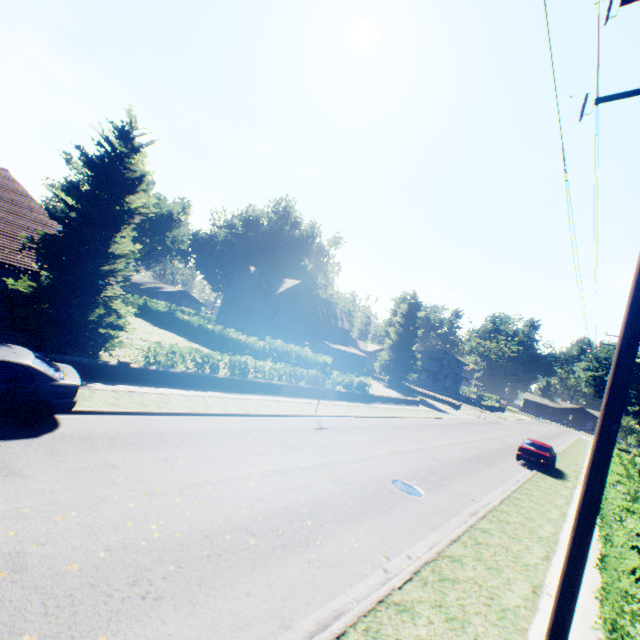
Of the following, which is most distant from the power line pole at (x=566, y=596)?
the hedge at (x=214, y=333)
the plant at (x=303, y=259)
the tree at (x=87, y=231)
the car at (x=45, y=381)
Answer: the plant at (x=303, y=259)

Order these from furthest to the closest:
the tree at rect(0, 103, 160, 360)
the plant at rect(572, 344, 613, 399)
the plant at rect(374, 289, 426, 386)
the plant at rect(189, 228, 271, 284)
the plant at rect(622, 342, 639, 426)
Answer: the plant at rect(189, 228, 271, 284)
the plant at rect(374, 289, 426, 386)
the plant at rect(572, 344, 613, 399)
the plant at rect(622, 342, 639, 426)
the tree at rect(0, 103, 160, 360)

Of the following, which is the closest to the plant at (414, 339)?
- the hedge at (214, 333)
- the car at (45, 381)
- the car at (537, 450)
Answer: the hedge at (214, 333)

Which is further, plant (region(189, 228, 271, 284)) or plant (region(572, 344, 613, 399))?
plant (region(189, 228, 271, 284))

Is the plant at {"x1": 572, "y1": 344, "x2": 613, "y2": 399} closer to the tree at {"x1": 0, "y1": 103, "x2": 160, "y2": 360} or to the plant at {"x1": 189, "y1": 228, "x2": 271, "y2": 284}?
the tree at {"x1": 0, "y1": 103, "x2": 160, "y2": 360}

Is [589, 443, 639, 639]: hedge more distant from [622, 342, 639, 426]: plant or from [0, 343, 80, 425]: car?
[0, 343, 80, 425]: car

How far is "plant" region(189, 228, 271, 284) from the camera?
55.3m

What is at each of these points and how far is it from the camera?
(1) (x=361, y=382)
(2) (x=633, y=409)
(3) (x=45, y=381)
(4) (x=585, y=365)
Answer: (1) hedge, 27.69m
(2) plant, 39.81m
(3) car, 8.17m
(4) plant, 47.84m
